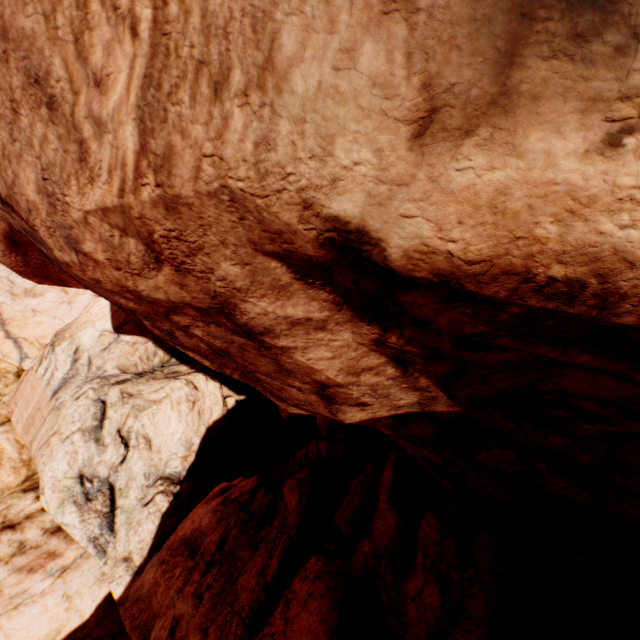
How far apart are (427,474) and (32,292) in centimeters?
1862cm
